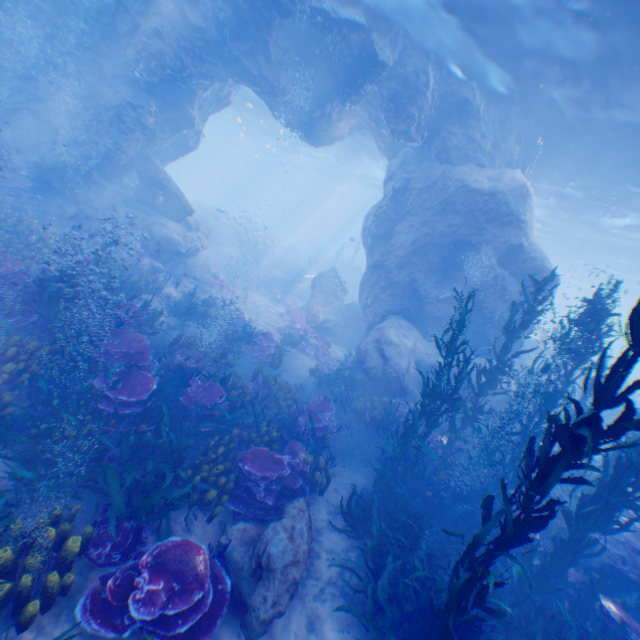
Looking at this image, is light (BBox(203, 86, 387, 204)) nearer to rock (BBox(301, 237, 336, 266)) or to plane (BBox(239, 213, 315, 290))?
plane (BBox(239, 213, 315, 290))

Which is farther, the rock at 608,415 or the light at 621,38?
the rock at 608,415

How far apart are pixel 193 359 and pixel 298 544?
5.74m

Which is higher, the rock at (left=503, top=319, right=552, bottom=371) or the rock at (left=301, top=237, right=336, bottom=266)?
the rock at (left=503, top=319, right=552, bottom=371)

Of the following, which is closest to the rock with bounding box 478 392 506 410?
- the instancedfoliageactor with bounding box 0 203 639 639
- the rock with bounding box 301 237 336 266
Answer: the instancedfoliageactor with bounding box 0 203 639 639

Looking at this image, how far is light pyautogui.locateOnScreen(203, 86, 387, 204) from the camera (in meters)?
27.23

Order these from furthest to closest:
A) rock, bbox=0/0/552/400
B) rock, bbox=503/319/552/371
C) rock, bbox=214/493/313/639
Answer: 1. rock, bbox=503/319/552/371
2. rock, bbox=0/0/552/400
3. rock, bbox=214/493/313/639

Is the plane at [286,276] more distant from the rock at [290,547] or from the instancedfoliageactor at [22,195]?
the instancedfoliageactor at [22,195]
